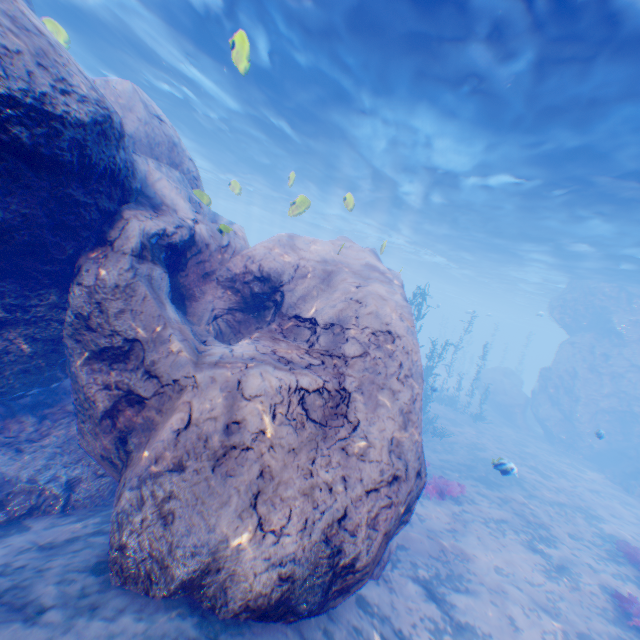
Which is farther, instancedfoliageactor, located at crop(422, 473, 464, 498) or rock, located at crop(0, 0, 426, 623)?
instancedfoliageactor, located at crop(422, 473, 464, 498)

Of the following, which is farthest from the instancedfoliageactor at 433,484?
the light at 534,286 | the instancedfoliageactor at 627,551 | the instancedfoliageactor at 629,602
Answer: the instancedfoliageactor at 627,551

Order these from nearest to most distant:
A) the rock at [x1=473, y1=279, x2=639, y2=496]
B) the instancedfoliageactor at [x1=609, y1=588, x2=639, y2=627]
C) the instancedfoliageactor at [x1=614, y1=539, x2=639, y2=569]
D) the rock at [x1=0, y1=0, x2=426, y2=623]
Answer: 1. the rock at [x1=0, y1=0, x2=426, y2=623]
2. the instancedfoliageactor at [x1=609, y1=588, x2=639, y2=627]
3. the instancedfoliageactor at [x1=614, y1=539, x2=639, y2=569]
4. the rock at [x1=473, y1=279, x2=639, y2=496]

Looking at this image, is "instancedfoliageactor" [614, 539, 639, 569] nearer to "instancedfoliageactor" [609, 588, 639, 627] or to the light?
"instancedfoliageactor" [609, 588, 639, 627]

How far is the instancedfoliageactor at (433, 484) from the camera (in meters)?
11.01

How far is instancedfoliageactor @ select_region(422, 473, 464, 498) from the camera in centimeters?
1101cm

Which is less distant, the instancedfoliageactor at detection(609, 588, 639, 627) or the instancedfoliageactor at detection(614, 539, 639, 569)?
the instancedfoliageactor at detection(609, 588, 639, 627)

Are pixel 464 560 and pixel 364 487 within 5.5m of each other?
no
